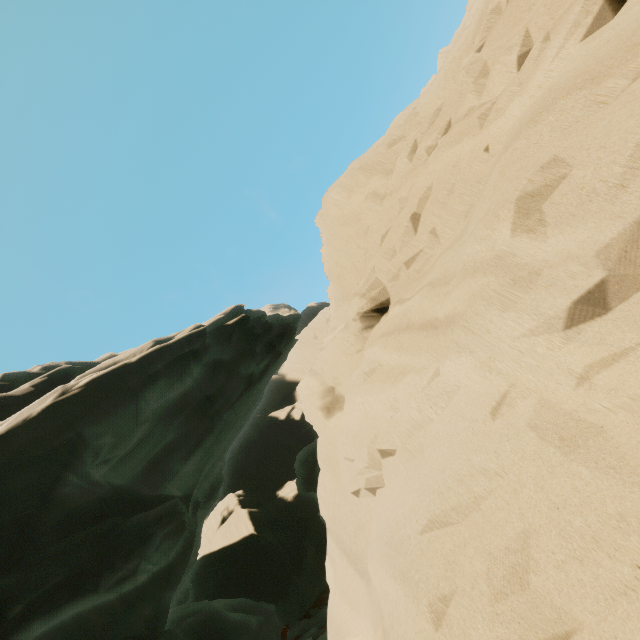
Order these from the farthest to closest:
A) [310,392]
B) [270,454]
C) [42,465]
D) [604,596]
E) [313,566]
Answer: [270,454]
[313,566]
[42,465]
[310,392]
[604,596]
